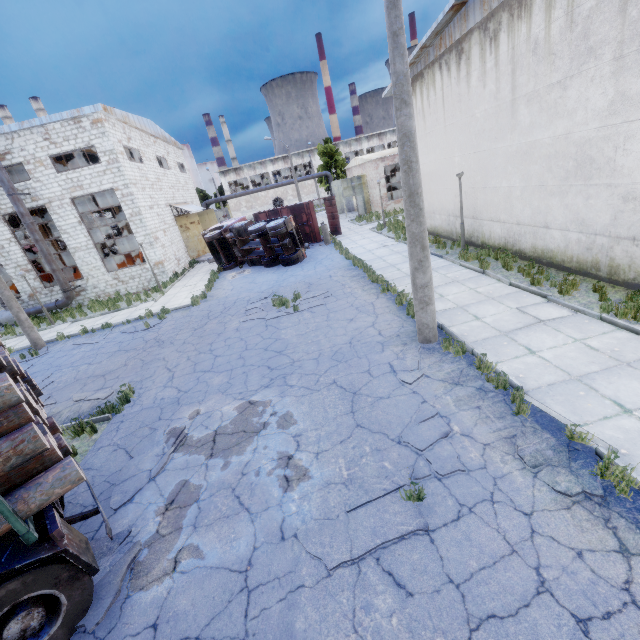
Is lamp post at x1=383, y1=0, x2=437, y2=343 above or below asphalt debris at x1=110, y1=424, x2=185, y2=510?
above

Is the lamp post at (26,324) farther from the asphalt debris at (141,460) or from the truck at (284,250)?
the asphalt debris at (141,460)

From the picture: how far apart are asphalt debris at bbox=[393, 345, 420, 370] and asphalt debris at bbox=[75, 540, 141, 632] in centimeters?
530cm

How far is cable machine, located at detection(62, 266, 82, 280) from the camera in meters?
25.2 m

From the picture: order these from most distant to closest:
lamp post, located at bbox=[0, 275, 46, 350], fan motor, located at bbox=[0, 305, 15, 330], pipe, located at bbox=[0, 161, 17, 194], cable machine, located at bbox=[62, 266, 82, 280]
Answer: cable machine, located at bbox=[62, 266, 82, 280] → fan motor, located at bbox=[0, 305, 15, 330] → pipe, located at bbox=[0, 161, 17, 194] → lamp post, located at bbox=[0, 275, 46, 350]

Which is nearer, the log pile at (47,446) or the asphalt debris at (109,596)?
the log pile at (47,446)

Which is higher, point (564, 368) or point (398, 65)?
point (398, 65)

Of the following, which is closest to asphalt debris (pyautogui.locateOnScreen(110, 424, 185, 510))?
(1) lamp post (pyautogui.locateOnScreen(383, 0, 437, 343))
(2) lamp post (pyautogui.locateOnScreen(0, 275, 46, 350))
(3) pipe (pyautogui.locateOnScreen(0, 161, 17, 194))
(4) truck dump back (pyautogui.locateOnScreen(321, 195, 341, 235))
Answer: (1) lamp post (pyautogui.locateOnScreen(383, 0, 437, 343))
